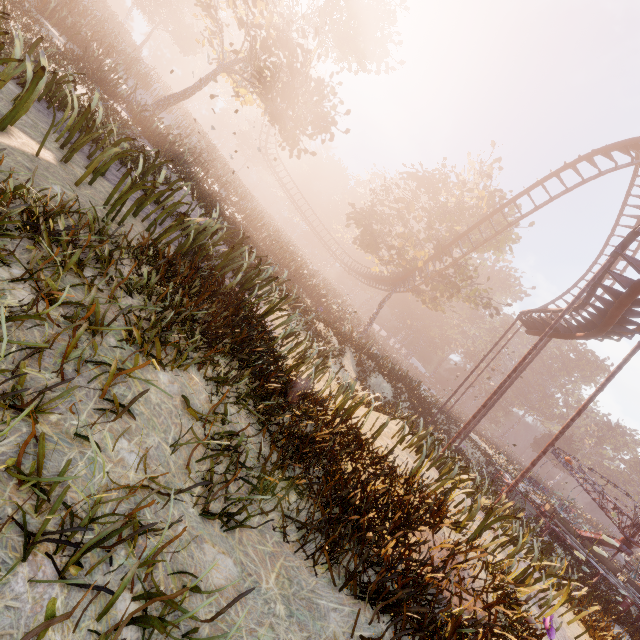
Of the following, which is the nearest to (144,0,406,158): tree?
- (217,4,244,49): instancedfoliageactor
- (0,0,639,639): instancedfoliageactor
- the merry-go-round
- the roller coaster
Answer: the roller coaster

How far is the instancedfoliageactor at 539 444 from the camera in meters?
53.8 m

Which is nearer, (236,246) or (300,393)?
(300,393)

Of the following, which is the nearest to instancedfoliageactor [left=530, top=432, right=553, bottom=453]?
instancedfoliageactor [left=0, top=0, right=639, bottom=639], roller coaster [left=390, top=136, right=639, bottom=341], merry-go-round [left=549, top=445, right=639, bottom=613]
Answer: merry-go-round [left=549, top=445, right=639, bottom=613]

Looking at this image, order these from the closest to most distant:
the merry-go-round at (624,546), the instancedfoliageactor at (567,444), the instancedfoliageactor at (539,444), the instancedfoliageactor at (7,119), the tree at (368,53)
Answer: the instancedfoliageactor at (7,119) → the merry-go-round at (624,546) → the tree at (368,53) → the instancedfoliageactor at (567,444) → the instancedfoliageactor at (539,444)

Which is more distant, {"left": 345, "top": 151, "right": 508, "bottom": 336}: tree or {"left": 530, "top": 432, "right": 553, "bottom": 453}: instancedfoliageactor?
{"left": 530, "top": 432, "right": 553, "bottom": 453}: instancedfoliageactor

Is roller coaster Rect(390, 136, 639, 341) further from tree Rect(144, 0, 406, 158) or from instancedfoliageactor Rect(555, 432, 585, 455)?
instancedfoliageactor Rect(555, 432, 585, 455)

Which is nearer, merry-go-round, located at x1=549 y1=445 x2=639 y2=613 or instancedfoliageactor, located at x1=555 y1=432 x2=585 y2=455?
merry-go-round, located at x1=549 y1=445 x2=639 y2=613
